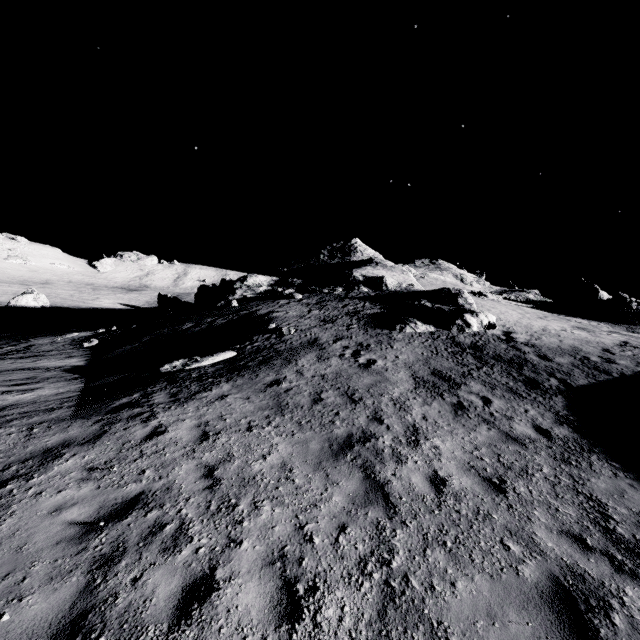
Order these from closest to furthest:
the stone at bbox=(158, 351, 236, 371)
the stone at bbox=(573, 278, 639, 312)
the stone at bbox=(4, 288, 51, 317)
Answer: the stone at bbox=(158, 351, 236, 371) < the stone at bbox=(573, 278, 639, 312) < the stone at bbox=(4, 288, 51, 317)

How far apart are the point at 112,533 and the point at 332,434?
4.3m

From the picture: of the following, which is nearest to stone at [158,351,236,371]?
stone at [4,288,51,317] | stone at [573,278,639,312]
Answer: stone at [573,278,639,312]

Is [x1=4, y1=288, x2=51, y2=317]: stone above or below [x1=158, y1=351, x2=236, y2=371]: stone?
below

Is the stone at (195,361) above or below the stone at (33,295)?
above

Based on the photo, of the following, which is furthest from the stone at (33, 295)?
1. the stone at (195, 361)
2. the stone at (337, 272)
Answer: the stone at (195, 361)

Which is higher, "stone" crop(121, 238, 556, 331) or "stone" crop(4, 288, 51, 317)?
"stone" crop(121, 238, 556, 331)

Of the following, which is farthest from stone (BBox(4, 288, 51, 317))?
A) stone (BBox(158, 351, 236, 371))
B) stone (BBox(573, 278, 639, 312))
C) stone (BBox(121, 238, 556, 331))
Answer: stone (BBox(573, 278, 639, 312))
